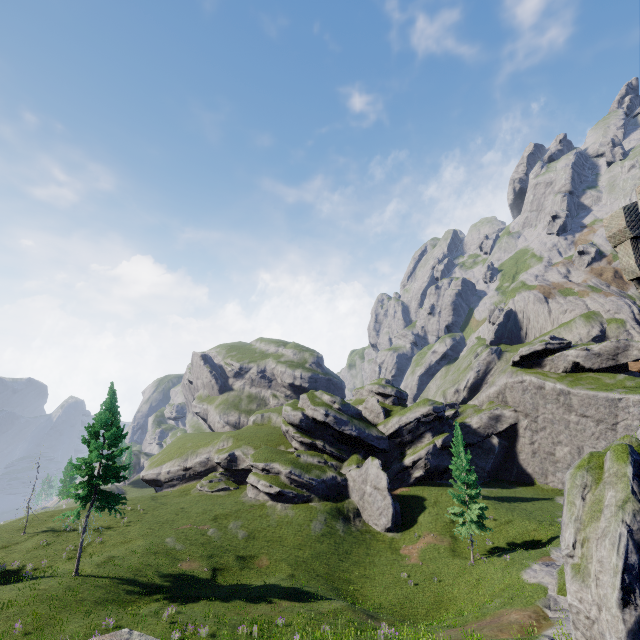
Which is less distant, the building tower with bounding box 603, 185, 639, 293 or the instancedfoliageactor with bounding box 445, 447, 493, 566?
the building tower with bounding box 603, 185, 639, 293

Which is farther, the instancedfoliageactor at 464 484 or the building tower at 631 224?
the instancedfoliageactor at 464 484

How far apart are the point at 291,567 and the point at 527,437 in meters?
44.2 m

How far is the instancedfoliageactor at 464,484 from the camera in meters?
32.8

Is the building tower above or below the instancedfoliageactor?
above

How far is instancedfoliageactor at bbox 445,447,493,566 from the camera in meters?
32.8
